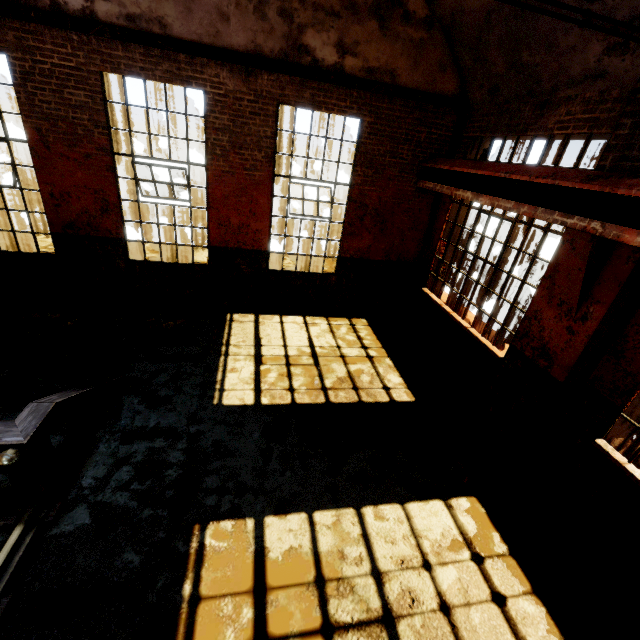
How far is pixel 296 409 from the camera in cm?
527

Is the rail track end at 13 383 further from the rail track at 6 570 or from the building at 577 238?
the building at 577 238

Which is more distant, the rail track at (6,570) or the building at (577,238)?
the building at (577,238)

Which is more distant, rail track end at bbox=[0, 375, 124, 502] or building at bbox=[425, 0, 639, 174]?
building at bbox=[425, 0, 639, 174]

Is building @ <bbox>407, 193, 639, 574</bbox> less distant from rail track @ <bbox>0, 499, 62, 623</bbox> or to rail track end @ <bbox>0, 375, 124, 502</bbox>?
rail track @ <bbox>0, 499, 62, 623</bbox>

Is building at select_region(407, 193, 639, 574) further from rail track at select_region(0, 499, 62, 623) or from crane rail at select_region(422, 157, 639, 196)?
rail track at select_region(0, 499, 62, 623)

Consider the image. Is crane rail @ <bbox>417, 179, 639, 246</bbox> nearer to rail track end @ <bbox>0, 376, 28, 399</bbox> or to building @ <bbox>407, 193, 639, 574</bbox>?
building @ <bbox>407, 193, 639, 574</bbox>

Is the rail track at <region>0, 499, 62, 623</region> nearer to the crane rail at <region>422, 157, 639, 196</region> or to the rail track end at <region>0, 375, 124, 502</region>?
the rail track end at <region>0, 375, 124, 502</region>
